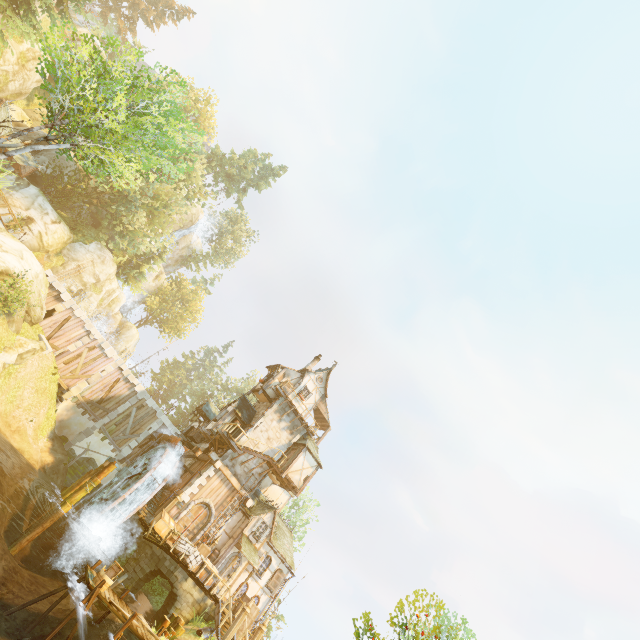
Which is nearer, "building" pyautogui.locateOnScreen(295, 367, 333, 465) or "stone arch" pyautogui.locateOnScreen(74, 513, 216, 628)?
"stone arch" pyautogui.locateOnScreen(74, 513, 216, 628)

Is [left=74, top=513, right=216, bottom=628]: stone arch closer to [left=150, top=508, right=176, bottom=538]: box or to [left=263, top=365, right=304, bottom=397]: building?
[left=150, top=508, right=176, bottom=538]: box

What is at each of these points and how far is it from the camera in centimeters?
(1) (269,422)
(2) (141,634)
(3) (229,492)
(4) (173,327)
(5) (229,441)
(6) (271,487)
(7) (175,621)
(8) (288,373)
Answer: (1) tower, 2816cm
(2) wooden platform, 1200cm
(3) tower, 2473cm
(4) tree, 5834cm
(5) wooden platform, 2447cm
(6) building, 3038cm
(7) piling, 1730cm
(8) building, 3145cm

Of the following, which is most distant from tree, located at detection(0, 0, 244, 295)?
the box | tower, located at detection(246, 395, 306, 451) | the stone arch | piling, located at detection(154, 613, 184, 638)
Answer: tower, located at detection(246, 395, 306, 451)

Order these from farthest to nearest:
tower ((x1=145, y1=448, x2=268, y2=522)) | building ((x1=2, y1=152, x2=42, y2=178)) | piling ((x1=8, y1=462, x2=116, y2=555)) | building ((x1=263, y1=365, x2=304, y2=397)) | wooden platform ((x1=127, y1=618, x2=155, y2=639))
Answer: building ((x1=263, y1=365, x2=304, y2=397)) < building ((x1=2, y1=152, x2=42, y2=178)) < tower ((x1=145, y1=448, x2=268, y2=522)) < piling ((x1=8, y1=462, x2=116, y2=555)) < wooden platform ((x1=127, y1=618, x2=155, y2=639))

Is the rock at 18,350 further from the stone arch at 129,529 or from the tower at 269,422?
the tower at 269,422

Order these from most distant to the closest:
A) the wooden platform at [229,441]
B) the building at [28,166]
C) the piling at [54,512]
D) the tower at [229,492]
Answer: the building at [28,166] < the wooden platform at [229,441] < the tower at [229,492] < the piling at [54,512]

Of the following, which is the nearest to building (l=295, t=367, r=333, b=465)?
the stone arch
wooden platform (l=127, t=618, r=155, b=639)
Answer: the stone arch
